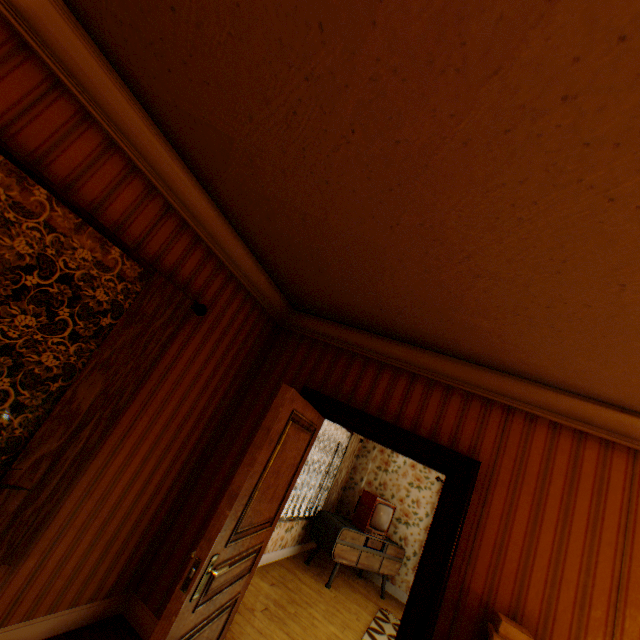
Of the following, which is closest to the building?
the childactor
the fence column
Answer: the childactor

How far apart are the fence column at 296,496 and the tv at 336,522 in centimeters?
2357cm

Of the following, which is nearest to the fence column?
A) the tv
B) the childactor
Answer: the tv

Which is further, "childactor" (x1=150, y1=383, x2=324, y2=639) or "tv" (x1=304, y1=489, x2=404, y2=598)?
"tv" (x1=304, y1=489, x2=404, y2=598)

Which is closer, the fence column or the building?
the building

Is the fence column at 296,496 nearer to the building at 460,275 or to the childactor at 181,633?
the building at 460,275

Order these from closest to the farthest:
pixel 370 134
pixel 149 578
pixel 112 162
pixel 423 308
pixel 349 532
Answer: pixel 370 134 → pixel 112 162 → pixel 423 308 → pixel 149 578 → pixel 349 532

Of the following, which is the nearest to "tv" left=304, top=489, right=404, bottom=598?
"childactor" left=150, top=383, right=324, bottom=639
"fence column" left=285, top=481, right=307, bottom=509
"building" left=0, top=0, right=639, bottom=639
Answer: "building" left=0, top=0, right=639, bottom=639
